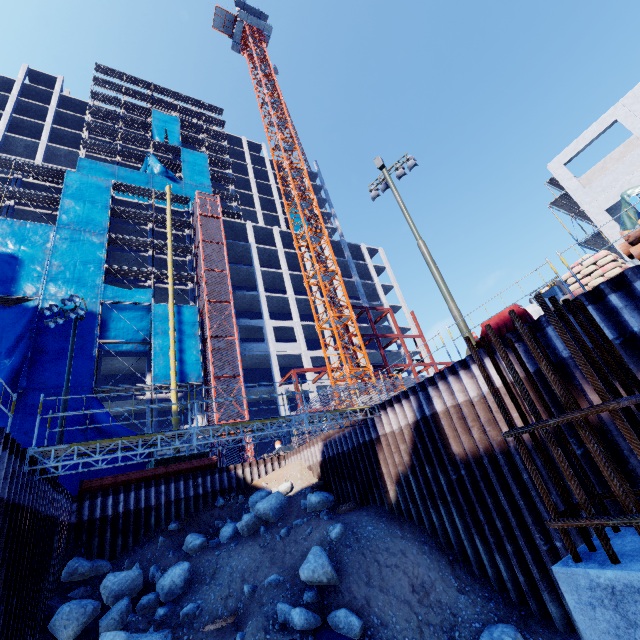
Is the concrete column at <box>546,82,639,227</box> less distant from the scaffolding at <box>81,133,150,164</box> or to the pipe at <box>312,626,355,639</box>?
the pipe at <box>312,626,355,639</box>

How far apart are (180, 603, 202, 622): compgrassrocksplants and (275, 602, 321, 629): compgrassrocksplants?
3.81m

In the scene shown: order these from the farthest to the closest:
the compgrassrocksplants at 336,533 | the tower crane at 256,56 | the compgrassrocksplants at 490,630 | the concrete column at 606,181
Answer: the tower crane at 256,56
the concrete column at 606,181
the compgrassrocksplants at 336,533
the compgrassrocksplants at 490,630

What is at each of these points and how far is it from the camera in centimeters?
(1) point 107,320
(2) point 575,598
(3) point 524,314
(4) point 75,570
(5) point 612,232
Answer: (1) tarp, 2780cm
(2) concrete column, 134cm
(3) barrier, 955cm
(4) compgrassrocksplants, 1391cm
(5) concrete column, 1753cm

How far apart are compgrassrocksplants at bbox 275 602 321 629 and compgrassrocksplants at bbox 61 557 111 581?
10.0 meters

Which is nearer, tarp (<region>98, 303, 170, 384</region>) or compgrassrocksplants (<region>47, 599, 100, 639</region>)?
compgrassrocksplants (<region>47, 599, 100, 639</region>)

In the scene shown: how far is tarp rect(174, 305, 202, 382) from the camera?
28.2m

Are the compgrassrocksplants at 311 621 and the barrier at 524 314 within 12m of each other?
yes
